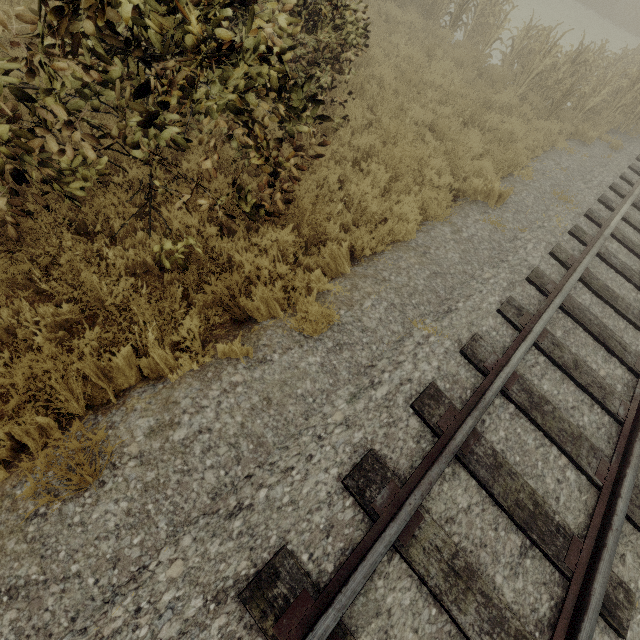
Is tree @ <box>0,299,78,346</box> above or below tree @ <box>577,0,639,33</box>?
below

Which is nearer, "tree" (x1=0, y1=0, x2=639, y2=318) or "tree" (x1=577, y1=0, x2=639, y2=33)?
"tree" (x1=0, y1=0, x2=639, y2=318)

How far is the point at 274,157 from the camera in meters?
3.3 m

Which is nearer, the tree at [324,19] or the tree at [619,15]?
the tree at [324,19]
